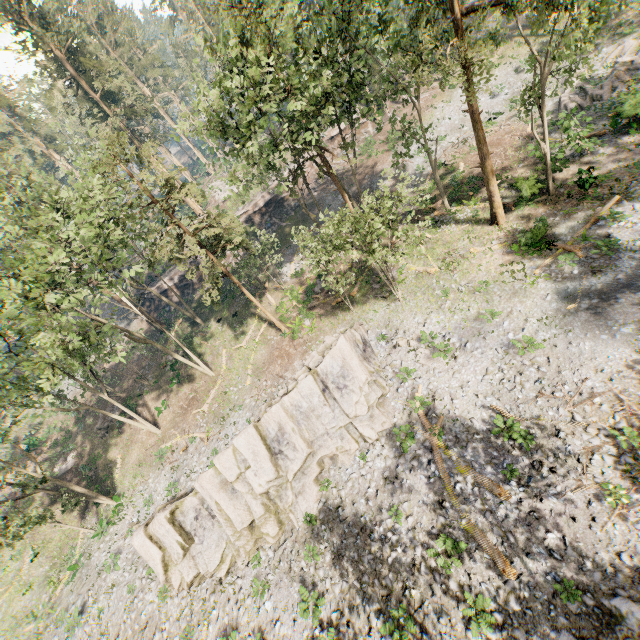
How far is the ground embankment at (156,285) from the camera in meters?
41.9 m

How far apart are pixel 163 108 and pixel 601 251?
64.5m

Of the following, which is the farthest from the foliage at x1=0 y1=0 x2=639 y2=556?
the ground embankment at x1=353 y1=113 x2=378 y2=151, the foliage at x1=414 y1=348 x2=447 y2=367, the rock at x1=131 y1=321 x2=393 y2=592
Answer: the foliage at x1=414 y1=348 x2=447 y2=367

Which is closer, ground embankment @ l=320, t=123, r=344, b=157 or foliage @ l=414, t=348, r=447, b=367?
foliage @ l=414, t=348, r=447, b=367

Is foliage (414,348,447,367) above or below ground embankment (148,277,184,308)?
below

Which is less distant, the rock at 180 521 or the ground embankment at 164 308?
the rock at 180 521

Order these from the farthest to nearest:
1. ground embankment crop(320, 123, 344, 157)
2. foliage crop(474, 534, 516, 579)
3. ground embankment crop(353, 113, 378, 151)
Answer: ground embankment crop(320, 123, 344, 157), ground embankment crop(353, 113, 378, 151), foliage crop(474, 534, 516, 579)
